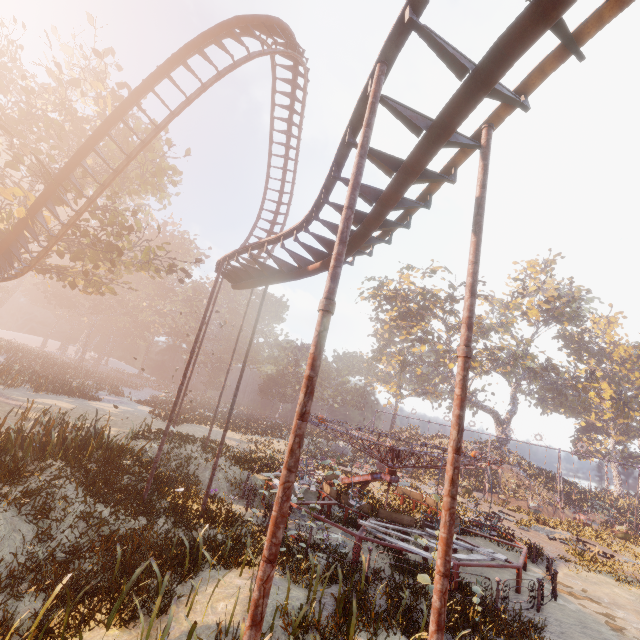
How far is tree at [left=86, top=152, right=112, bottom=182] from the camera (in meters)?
17.59

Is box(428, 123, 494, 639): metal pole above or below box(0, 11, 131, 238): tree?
below

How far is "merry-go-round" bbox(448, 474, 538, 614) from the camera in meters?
9.7

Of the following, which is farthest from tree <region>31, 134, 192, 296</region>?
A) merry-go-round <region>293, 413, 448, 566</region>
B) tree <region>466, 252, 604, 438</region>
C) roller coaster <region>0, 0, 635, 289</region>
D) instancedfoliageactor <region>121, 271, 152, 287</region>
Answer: tree <region>466, 252, 604, 438</region>

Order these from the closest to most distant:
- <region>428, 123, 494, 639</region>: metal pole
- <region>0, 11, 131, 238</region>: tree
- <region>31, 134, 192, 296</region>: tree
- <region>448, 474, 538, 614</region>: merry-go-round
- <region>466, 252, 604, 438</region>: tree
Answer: <region>428, 123, 494, 639</region>: metal pole
<region>448, 474, 538, 614</region>: merry-go-round
<region>0, 11, 131, 238</region>: tree
<region>31, 134, 192, 296</region>: tree
<region>466, 252, 604, 438</region>: tree

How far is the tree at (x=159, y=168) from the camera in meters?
17.2 m

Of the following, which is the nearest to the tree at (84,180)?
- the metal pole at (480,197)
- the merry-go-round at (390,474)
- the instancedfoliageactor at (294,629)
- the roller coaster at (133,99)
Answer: the roller coaster at (133,99)

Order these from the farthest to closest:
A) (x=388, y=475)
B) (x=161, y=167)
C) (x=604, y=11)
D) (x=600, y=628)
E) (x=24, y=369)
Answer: (x=24, y=369) → (x=161, y=167) → (x=388, y=475) → (x=600, y=628) → (x=604, y=11)
